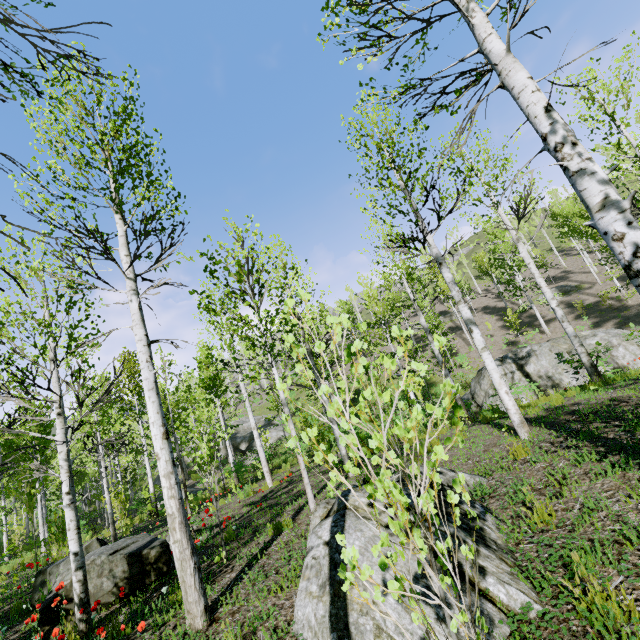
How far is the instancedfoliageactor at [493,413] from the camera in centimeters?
1029cm

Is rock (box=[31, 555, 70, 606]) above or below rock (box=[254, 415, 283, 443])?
below

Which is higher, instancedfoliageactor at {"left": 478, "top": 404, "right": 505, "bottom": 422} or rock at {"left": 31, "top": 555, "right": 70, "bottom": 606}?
rock at {"left": 31, "top": 555, "right": 70, "bottom": 606}

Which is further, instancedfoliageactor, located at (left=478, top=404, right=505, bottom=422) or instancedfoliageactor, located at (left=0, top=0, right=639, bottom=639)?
instancedfoliageactor, located at (left=478, top=404, right=505, bottom=422)

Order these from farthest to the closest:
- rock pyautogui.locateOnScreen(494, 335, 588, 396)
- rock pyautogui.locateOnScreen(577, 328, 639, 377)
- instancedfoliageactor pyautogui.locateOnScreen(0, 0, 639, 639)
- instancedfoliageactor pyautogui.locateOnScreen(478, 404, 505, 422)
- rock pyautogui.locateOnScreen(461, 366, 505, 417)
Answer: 1. rock pyautogui.locateOnScreen(461, 366, 505, 417)
2. rock pyautogui.locateOnScreen(494, 335, 588, 396)
3. rock pyautogui.locateOnScreen(577, 328, 639, 377)
4. instancedfoliageactor pyautogui.locateOnScreen(478, 404, 505, 422)
5. instancedfoliageactor pyautogui.locateOnScreen(0, 0, 639, 639)

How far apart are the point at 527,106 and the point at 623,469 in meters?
4.0

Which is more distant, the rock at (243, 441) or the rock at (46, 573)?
the rock at (243, 441)

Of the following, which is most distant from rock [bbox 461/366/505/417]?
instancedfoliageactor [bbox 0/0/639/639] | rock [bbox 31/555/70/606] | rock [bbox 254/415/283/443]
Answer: rock [bbox 254/415/283/443]
